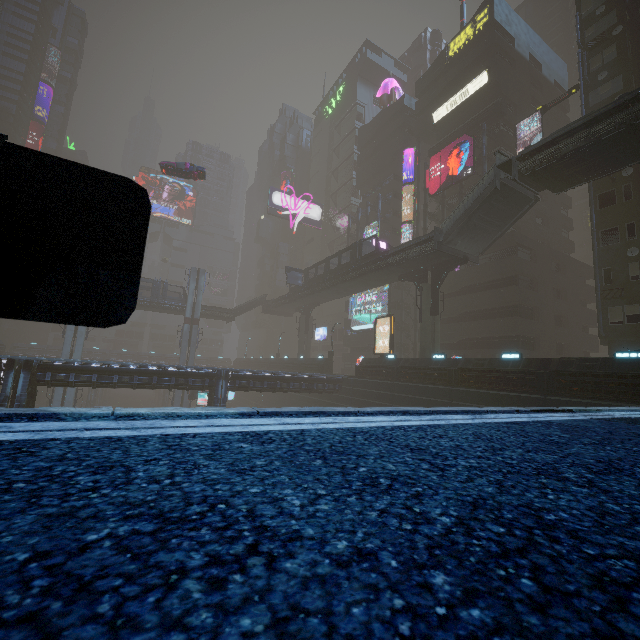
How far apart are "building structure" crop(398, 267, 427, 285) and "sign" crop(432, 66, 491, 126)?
22.7m

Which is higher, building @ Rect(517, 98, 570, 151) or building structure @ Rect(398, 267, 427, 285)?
building @ Rect(517, 98, 570, 151)

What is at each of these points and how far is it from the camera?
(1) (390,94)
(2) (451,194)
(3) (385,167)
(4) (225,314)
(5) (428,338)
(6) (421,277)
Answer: (1) mannequin, 55.75m
(2) building, 39.94m
(3) building, 51.28m
(4) bridge, 53.41m
(5) sm, 29.36m
(6) building structure, 31.28m

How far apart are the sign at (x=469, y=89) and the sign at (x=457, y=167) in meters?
5.6 m

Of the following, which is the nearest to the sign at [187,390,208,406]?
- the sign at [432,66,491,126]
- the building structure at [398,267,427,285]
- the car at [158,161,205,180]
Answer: the car at [158,161,205,180]

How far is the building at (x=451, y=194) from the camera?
39.0m

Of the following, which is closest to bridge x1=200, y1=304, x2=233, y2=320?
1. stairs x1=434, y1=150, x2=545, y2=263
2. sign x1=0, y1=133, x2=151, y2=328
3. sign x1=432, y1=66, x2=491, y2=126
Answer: stairs x1=434, y1=150, x2=545, y2=263

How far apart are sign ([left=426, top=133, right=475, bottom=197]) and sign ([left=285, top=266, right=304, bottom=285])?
19.3 meters
